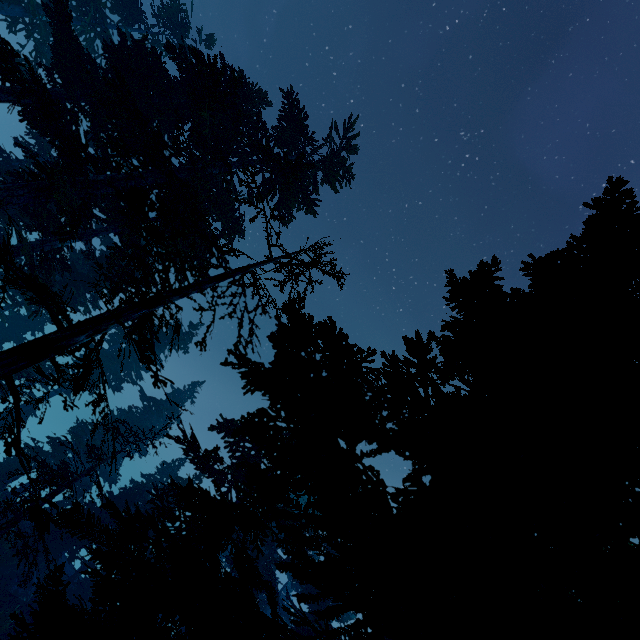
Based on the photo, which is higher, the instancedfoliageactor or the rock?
the instancedfoliageactor

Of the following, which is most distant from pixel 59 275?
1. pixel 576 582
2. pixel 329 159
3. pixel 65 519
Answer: pixel 576 582

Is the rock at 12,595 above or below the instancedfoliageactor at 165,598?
below

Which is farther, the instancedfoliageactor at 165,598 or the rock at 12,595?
the rock at 12,595

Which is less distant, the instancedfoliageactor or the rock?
the instancedfoliageactor
